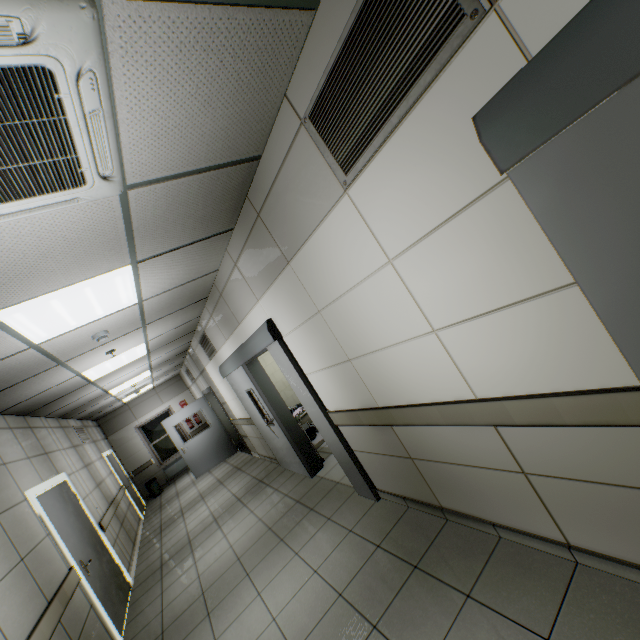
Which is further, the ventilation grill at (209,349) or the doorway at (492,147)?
the ventilation grill at (209,349)

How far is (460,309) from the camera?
1.7m

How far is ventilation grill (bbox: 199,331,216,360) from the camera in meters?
6.3 m

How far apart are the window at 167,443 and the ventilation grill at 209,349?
6.8 meters

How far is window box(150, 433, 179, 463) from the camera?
11.73m

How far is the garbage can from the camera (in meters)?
10.86

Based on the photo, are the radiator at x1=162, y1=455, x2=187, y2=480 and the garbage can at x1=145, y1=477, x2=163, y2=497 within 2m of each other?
yes

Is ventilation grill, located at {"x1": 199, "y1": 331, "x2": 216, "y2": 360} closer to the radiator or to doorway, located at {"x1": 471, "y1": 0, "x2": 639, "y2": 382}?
doorway, located at {"x1": 471, "y1": 0, "x2": 639, "y2": 382}
